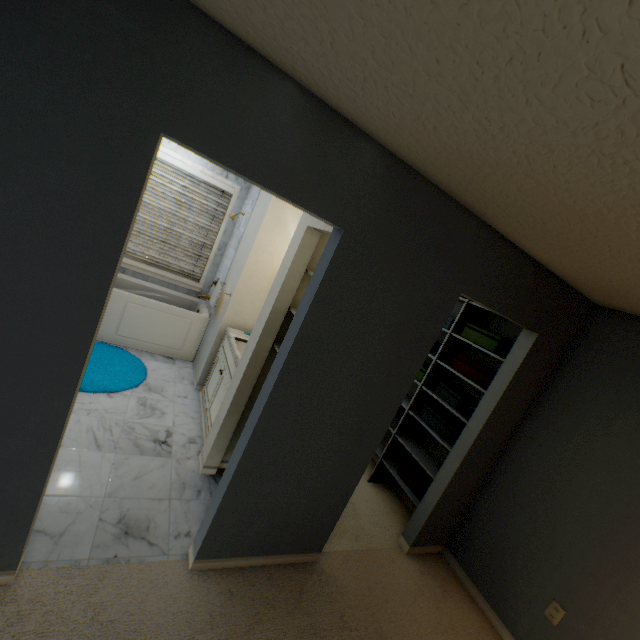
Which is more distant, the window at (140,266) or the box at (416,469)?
Answer: the window at (140,266)

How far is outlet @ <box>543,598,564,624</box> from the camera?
2.1 meters

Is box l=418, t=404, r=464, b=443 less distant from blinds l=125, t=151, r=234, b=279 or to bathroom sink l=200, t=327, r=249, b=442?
bathroom sink l=200, t=327, r=249, b=442

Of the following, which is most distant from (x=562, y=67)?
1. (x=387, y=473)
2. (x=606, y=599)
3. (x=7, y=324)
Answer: (x=387, y=473)

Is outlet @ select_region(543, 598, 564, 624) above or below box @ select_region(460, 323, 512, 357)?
below

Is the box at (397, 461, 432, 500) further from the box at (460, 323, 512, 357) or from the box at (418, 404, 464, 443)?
the box at (460, 323, 512, 357)

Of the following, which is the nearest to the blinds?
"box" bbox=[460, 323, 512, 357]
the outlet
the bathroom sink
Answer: the bathroom sink

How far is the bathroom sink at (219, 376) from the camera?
2.9 meters
